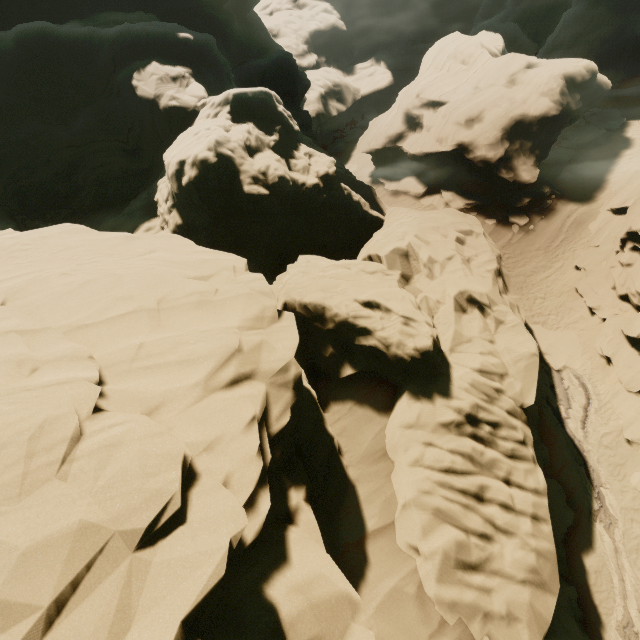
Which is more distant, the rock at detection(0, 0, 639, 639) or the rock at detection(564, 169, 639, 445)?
the rock at detection(564, 169, 639, 445)

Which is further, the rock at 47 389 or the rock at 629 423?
the rock at 629 423

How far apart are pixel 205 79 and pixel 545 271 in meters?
23.5 m
